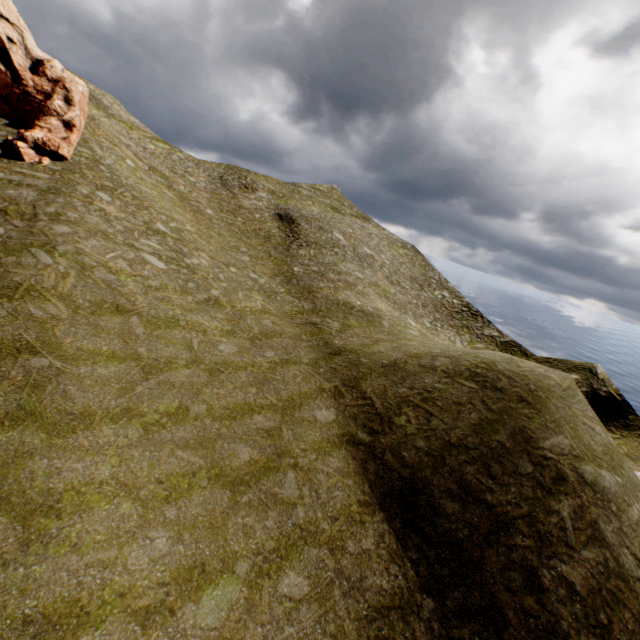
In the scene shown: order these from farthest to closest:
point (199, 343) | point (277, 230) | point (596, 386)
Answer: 1. point (277, 230)
2. point (596, 386)
3. point (199, 343)
